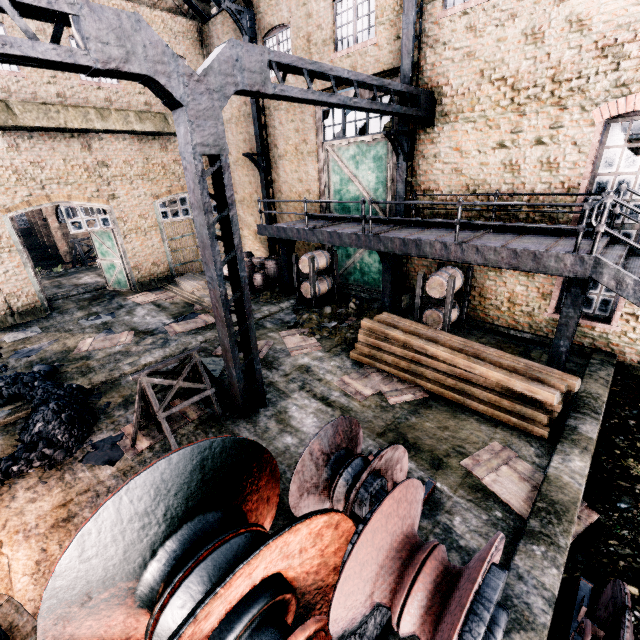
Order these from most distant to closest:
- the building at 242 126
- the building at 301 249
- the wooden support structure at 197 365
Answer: the building at 242 126 → the building at 301 249 → the wooden support structure at 197 365

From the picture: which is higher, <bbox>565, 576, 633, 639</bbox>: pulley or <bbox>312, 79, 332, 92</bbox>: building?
<bbox>312, 79, 332, 92</bbox>: building

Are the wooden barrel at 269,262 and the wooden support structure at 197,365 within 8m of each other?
no

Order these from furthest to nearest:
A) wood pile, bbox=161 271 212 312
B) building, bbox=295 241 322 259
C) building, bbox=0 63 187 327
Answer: building, bbox=295 241 322 259 < wood pile, bbox=161 271 212 312 < building, bbox=0 63 187 327

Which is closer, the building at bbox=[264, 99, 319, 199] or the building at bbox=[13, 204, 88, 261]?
the building at bbox=[264, 99, 319, 199]

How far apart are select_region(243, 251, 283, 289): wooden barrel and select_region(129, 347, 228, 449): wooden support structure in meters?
9.1

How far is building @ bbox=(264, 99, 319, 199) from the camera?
15.10m

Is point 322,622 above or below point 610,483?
above
